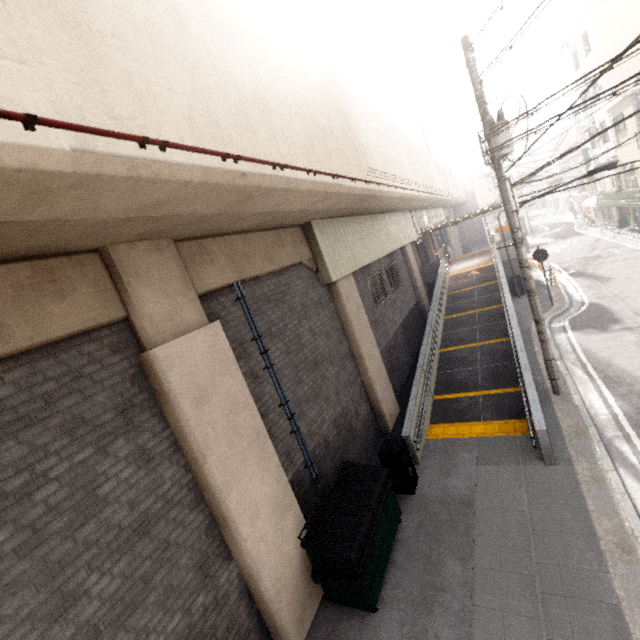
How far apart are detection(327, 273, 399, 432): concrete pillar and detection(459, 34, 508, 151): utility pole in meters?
4.2

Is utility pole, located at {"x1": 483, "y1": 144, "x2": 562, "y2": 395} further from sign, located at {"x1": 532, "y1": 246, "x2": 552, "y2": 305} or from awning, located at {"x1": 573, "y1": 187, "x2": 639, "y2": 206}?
awning, located at {"x1": 573, "y1": 187, "x2": 639, "y2": 206}

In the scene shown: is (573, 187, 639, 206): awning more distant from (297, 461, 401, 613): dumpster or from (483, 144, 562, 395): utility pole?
(297, 461, 401, 613): dumpster

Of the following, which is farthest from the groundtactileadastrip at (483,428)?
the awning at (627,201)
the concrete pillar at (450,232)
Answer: the concrete pillar at (450,232)

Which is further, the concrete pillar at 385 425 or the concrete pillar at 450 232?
the concrete pillar at 450 232

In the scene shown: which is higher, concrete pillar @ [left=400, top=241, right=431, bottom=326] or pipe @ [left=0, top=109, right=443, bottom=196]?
pipe @ [left=0, top=109, right=443, bottom=196]

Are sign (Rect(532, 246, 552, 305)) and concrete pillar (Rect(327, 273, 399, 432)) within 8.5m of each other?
no

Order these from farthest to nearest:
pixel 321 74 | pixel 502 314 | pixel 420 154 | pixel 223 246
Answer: pixel 420 154
pixel 502 314
pixel 321 74
pixel 223 246
